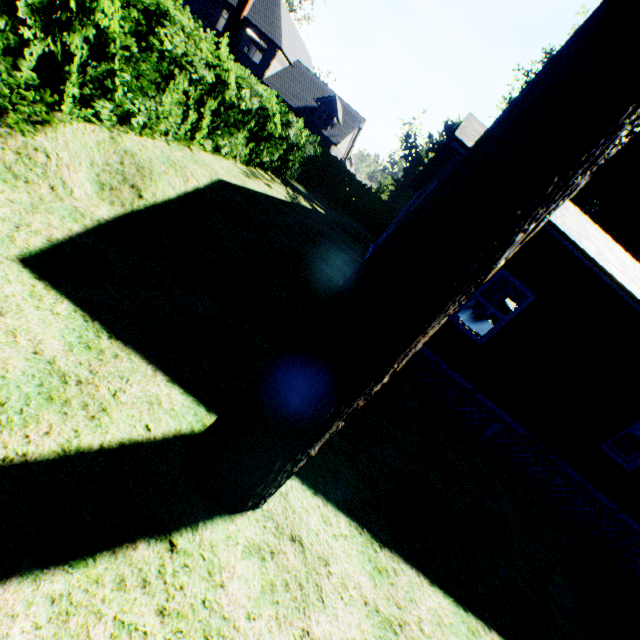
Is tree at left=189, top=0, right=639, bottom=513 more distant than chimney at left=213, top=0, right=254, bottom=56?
No

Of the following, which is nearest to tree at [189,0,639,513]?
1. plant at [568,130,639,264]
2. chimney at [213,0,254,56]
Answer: plant at [568,130,639,264]

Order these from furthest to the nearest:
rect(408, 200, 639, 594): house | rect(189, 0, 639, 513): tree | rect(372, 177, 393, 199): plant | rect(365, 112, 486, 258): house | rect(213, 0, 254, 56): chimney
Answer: rect(372, 177, 393, 199): plant, rect(213, 0, 254, 56): chimney, rect(408, 200, 639, 594): house, rect(365, 112, 486, 258): house, rect(189, 0, 639, 513): tree

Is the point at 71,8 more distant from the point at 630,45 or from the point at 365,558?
the point at 365,558

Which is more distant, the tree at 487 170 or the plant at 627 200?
the plant at 627 200

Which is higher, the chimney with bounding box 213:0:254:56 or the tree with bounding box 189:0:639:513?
the chimney with bounding box 213:0:254:56

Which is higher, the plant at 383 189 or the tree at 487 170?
the plant at 383 189

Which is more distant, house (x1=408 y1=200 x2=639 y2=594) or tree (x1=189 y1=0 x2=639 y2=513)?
house (x1=408 y1=200 x2=639 y2=594)
